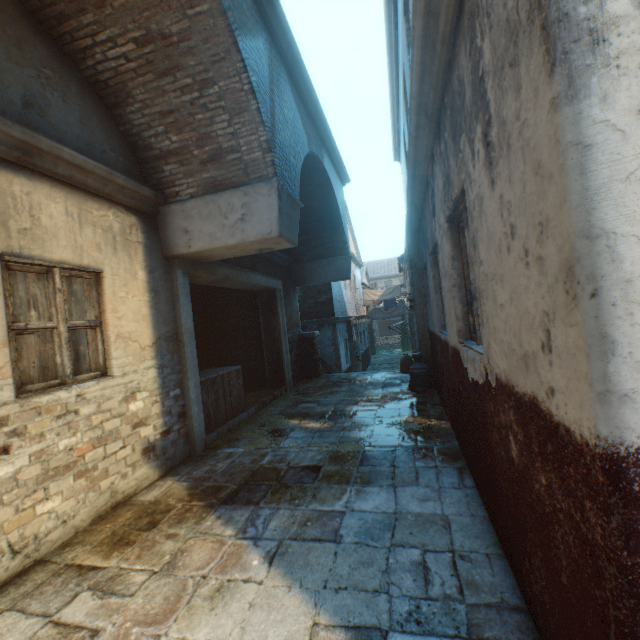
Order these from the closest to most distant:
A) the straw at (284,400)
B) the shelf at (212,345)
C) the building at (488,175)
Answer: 1. the building at (488,175)
2. the straw at (284,400)
3. the shelf at (212,345)

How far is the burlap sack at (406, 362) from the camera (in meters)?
9.64

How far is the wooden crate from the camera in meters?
5.7 m

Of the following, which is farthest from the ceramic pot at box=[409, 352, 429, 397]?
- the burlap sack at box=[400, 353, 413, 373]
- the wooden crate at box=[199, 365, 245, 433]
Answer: the wooden crate at box=[199, 365, 245, 433]

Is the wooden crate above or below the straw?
above

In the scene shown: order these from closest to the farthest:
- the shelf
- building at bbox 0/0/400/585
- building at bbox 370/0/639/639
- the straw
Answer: building at bbox 370/0/639/639 → building at bbox 0/0/400/585 → the straw → the shelf

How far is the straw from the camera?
5.3m

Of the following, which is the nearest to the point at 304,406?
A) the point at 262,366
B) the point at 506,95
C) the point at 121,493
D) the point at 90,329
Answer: the point at 262,366
